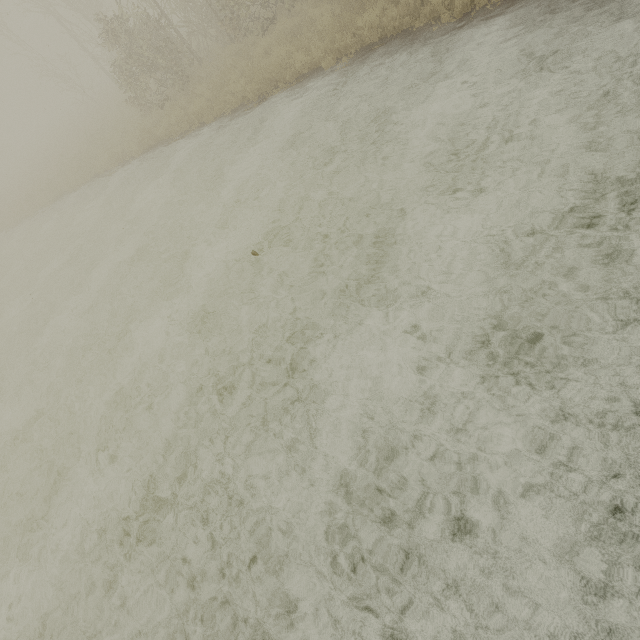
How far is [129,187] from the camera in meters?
13.6 m
